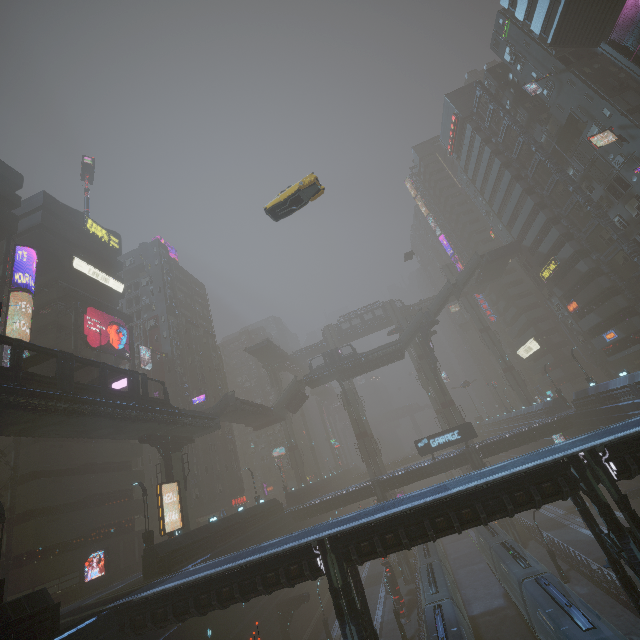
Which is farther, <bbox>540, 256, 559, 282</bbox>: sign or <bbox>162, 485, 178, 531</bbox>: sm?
<bbox>540, 256, 559, 282</bbox>: sign

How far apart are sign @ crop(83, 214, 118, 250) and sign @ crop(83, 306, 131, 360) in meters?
13.5 m

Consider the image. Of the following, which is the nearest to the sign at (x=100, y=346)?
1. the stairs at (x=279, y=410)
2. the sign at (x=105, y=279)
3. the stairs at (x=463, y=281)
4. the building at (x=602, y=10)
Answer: the building at (x=602, y=10)

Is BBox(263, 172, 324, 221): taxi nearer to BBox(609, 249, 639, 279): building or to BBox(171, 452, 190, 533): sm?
BBox(609, 249, 639, 279): building

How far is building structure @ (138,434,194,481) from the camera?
30.4m

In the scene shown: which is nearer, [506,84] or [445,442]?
[445,442]

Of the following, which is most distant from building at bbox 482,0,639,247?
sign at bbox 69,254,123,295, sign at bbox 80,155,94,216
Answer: sign at bbox 80,155,94,216

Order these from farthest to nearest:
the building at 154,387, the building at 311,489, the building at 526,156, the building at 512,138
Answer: the building at 311,489
the building at 512,138
the building at 154,387
the building at 526,156
